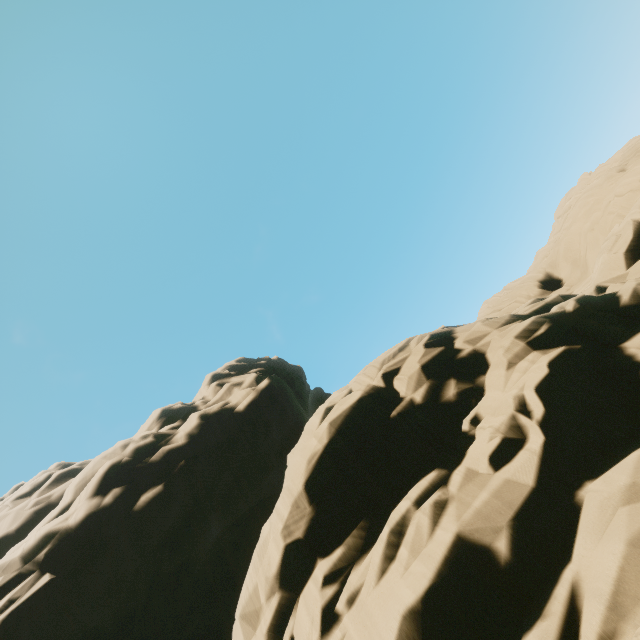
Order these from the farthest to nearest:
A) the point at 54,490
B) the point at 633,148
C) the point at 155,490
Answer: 1. the point at 54,490
2. the point at 633,148
3. the point at 155,490
